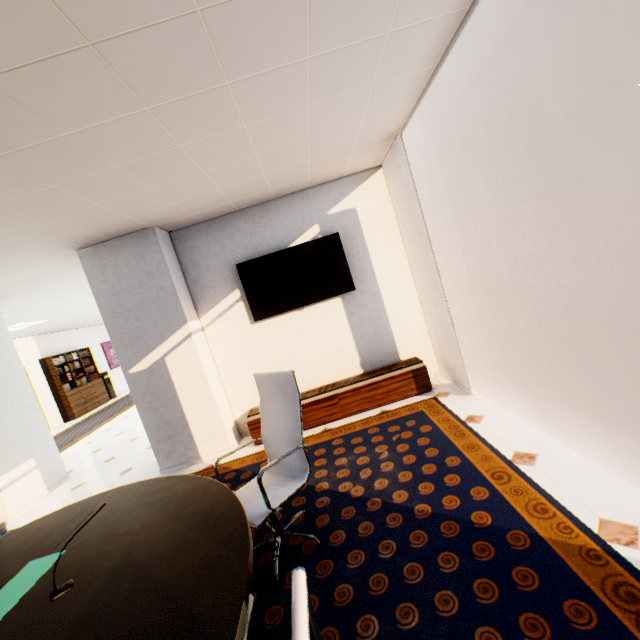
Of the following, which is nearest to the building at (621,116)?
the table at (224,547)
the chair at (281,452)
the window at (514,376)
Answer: the window at (514,376)

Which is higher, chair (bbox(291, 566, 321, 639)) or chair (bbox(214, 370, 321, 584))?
chair (bbox(291, 566, 321, 639))

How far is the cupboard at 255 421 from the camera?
4.08m

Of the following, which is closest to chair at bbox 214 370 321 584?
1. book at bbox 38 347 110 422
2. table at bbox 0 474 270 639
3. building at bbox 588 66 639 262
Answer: table at bbox 0 474 270 639

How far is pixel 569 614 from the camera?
1.40m

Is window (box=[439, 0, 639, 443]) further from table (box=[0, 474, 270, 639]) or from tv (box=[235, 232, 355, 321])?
table (box=[0, 474, 270, 639])

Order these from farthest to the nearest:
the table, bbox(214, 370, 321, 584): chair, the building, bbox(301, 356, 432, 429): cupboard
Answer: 1. the building
2. bbox(301, 356, 432, 429): cupboard
3. bbox(214, 370, 321, 584): chair
4. the table

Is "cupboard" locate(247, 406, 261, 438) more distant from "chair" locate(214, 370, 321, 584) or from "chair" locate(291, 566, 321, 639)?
"chair" locate(291, 566, 321, 639)
